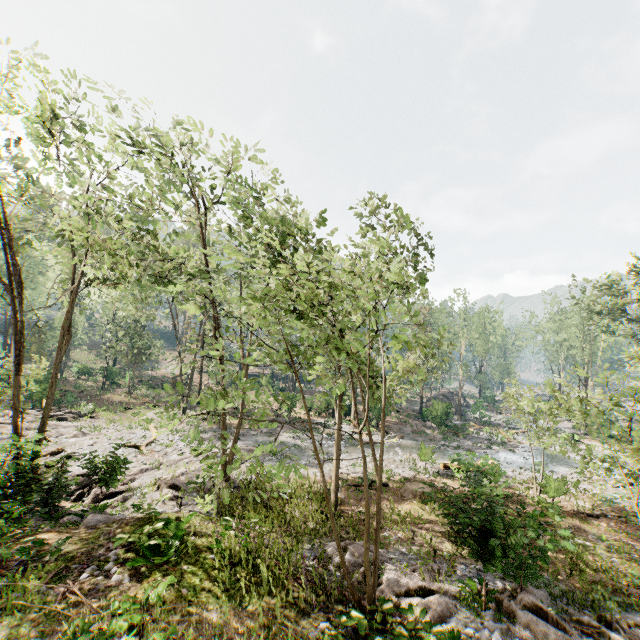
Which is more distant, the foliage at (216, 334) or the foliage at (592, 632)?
the foliage at (592, 632)

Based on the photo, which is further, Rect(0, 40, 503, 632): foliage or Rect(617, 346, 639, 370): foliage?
Rect(617, 346, 639, 370): foliage

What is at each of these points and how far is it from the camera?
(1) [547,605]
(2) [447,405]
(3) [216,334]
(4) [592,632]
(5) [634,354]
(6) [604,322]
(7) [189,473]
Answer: (1) foliage, 9.2 meters
(2) rock, 38.2 meters
(3) foliage, 7.7 meters
(4) foliage, 8.3 meters
(5) foliage, 8.2 meters
(6) foliage, 42.0 meters
(7) foliage, 18.5 meters

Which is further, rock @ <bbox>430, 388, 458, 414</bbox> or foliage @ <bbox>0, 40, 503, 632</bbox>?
rock @ <bbox>430, 388, 458, 414</bbox>

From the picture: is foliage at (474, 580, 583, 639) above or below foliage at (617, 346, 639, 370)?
below

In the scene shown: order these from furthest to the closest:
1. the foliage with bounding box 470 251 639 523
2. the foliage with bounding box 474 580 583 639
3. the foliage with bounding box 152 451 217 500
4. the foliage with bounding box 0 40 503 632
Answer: the foliage with bounding box 152 451 217 500, the foliage with bounding box 470 251 639 523, the foliage with bounding box 474 580 583 639, the foliage with bounding box 0 40 503 632
